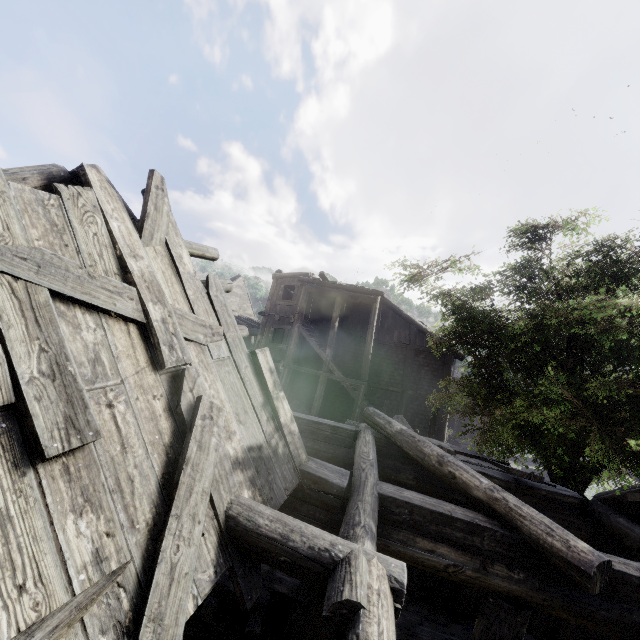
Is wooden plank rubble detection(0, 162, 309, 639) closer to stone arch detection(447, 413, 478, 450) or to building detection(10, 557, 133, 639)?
building detection(10, 557, 133, 639)

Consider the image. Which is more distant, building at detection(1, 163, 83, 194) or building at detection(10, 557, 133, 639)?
building at detection(1, 163, 83, 194)

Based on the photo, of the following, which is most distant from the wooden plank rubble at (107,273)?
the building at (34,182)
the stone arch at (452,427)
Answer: the stone arch at (452,427)

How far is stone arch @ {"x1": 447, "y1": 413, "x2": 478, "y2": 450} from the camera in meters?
10.9 m

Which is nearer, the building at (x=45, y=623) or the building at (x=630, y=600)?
the building at (x=45, y=623)

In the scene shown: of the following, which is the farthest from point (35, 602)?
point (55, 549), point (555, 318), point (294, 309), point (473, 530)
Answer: point (294, 309)

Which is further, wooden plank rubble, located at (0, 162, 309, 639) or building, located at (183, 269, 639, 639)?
building, located at (183, 269, 639, 639)
